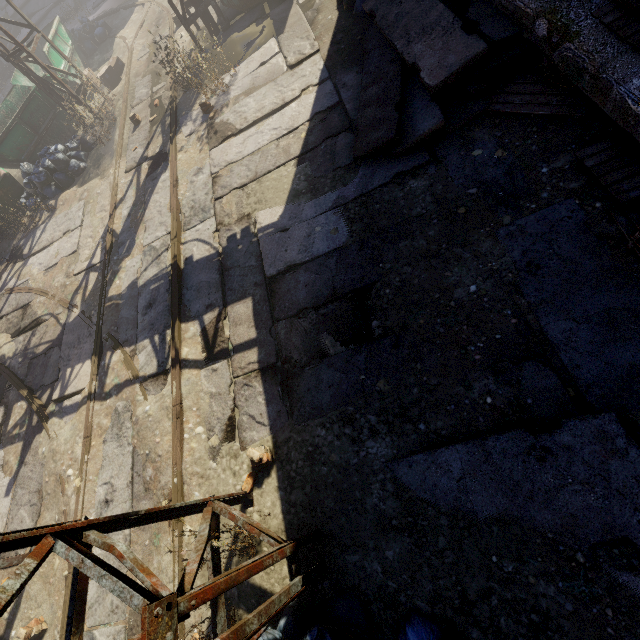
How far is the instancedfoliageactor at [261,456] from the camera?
3.78m

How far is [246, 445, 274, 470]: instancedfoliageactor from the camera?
3.8 meters

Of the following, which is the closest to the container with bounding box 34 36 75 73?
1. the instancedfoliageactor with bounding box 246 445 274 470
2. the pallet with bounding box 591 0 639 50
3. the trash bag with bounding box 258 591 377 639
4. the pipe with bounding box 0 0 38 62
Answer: the pipe with bounding box 0 0 38 62

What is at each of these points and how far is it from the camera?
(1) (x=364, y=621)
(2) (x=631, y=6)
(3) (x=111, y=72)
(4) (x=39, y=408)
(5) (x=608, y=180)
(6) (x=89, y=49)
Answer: (1) trash bag, 2.8m
(2) pallet, 3.1m
(3) carton, 10.7m
(4) track, 6.1m
(5) pallet, 3.5m
(6) trash bag, 12.8m

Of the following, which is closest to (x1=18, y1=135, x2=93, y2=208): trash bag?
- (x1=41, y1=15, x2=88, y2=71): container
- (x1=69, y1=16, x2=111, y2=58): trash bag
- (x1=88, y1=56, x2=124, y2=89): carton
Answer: (x1=41, y1=15, x2=88, y2=71): container

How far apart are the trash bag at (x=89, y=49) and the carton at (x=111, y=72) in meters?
3.0

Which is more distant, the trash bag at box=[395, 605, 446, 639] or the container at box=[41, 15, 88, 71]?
the container at box=[41, 15, 88, 71]

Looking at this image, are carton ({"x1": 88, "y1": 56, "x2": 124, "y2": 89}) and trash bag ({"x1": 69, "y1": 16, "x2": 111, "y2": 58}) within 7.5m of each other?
yes
